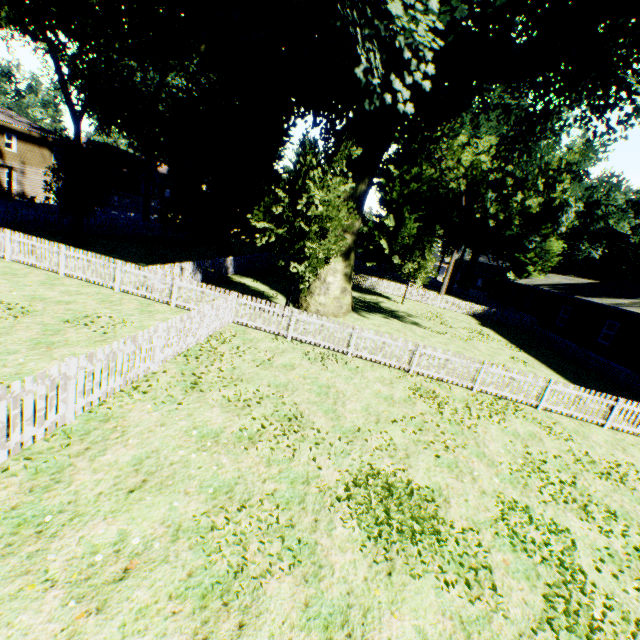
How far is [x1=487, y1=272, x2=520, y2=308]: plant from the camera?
43.6 meters

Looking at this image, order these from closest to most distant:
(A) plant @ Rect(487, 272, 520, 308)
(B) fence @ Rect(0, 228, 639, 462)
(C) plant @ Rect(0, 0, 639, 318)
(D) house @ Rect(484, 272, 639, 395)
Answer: (B) fence @ Rect(0, 228, 639, 462) < (C) plant @ Rect(0, 0, 639, 318) < (D) house @ Rect(484, 272, 639, 395) < (A) plant @ Rect(487, 272, 520, 308)

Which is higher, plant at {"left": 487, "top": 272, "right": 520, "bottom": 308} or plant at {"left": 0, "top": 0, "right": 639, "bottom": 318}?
plant at {"left": 0, "top": 0, "right": 639, "bottom": 318}

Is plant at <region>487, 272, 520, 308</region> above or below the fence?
above

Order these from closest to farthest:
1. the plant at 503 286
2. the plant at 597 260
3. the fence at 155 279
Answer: the fence at 155 279 → the plant at 597 260 → the plant at 503 286

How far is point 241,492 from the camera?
5.3m

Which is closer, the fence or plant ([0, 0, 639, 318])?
the fence

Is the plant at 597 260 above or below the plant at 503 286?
above
